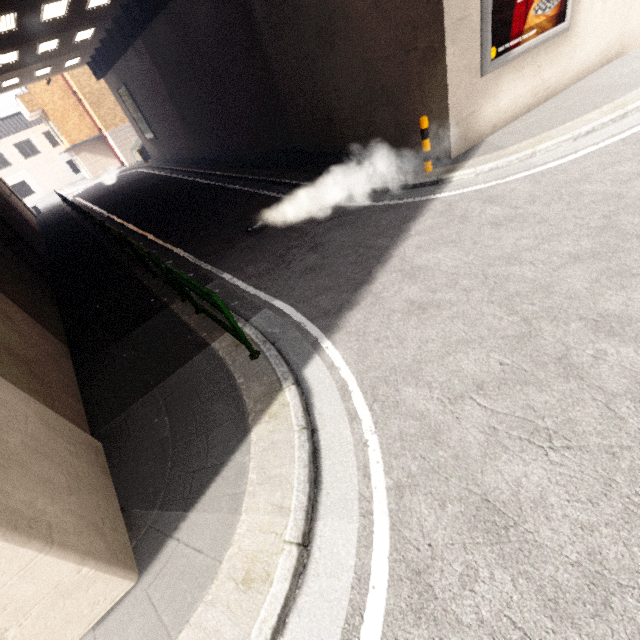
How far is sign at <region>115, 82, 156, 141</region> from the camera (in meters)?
22.16

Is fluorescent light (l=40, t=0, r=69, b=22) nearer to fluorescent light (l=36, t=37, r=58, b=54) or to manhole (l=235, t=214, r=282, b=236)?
fluorescent light (l=36, t=37, r=58, b=54)

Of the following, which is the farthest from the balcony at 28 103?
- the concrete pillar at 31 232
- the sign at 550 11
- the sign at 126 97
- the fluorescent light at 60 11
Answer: the sign at 550 11

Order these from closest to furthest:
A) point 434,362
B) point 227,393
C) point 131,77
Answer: point 434,362 < point 227,393 < point 131,77

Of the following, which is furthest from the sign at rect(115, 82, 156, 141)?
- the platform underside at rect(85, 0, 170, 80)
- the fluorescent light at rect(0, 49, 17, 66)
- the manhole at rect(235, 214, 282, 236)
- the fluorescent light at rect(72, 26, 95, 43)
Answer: the manhole at rect(235, 214, 282, 236)

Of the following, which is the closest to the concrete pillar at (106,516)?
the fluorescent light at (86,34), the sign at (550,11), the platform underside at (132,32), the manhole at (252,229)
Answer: the manhole at (252,229)

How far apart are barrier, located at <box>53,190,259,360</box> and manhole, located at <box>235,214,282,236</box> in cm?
215

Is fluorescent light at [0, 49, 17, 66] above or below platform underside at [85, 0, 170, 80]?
above
